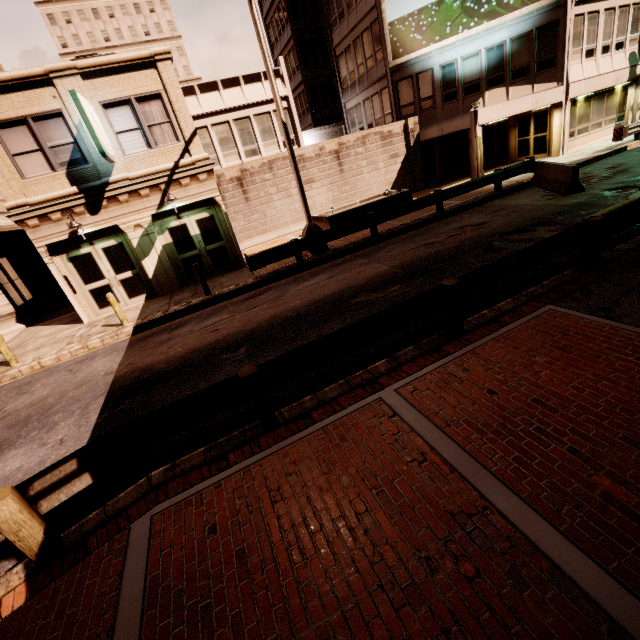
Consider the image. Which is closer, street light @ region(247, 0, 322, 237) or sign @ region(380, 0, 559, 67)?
street light @ region(247, 0, 322, 237)

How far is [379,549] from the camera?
2.89m

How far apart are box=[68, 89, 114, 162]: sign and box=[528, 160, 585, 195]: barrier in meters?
16.4

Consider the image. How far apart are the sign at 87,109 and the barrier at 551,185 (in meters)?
16.39

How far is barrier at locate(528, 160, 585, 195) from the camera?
12.0 meters

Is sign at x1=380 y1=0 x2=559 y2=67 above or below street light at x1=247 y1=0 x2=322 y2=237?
above

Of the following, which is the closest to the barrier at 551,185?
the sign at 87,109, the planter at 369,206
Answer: the planter at 369,206

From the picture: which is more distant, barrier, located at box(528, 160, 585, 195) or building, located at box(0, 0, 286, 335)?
barrier, located at box(528, 160, 585, 195)
